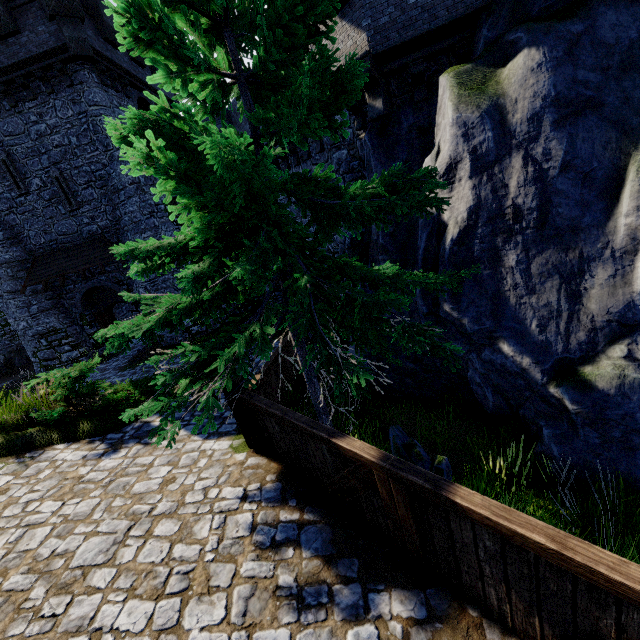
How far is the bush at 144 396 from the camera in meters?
7.0

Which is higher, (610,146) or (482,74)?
(482,74)

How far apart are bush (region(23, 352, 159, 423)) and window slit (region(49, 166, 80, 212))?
13.12m

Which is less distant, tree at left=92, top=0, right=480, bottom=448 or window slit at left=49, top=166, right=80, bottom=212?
tree at left=92, top=0, right=480, bottom=448

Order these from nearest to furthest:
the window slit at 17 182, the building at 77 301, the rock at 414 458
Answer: the rock at 414 458
the window slit at 17 182
the building at 77 301

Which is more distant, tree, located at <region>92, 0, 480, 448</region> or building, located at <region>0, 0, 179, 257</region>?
building, located at <region>0, 0, 179, 257</region>

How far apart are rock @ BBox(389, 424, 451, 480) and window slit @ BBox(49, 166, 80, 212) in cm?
1934

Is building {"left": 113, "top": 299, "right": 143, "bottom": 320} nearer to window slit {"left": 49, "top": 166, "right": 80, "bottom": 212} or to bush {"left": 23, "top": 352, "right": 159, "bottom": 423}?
window slit {"left": 49, "top": 166, "right": 80, "bottom": 212}
